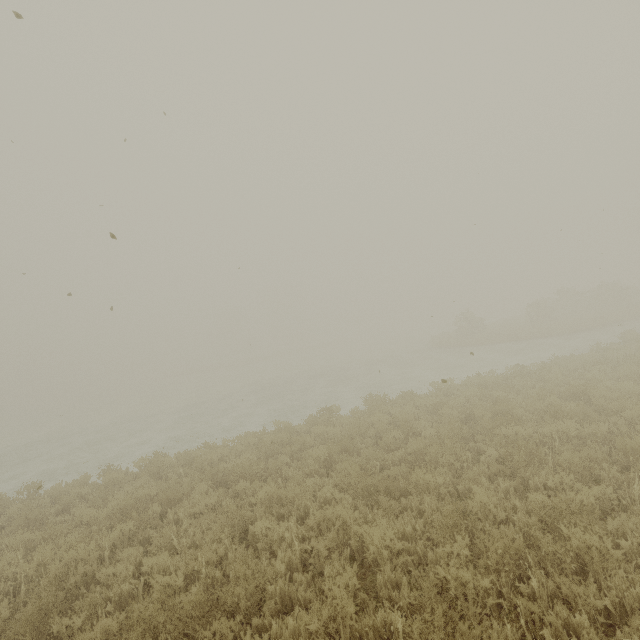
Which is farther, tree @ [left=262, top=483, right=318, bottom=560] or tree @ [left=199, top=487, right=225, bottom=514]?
tree @ [left=199, top=487, right=225, bottom=514]

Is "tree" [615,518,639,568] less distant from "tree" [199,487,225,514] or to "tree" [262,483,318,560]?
"tree" [262,483,318,560]

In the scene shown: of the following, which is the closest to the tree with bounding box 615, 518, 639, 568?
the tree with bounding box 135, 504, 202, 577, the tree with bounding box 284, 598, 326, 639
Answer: the tree with bounding box 284, 598, 326, 639

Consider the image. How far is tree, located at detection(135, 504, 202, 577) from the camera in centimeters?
536cm

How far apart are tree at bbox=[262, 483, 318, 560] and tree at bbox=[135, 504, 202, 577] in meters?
1.6 m

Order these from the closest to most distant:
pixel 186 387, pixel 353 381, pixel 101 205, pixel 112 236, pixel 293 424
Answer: pixel 112 236
pixel 101 205
pixel 293 424
pixel 353 381
pixel 186 387

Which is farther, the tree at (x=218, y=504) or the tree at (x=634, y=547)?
the tree at (x=218, y=504)

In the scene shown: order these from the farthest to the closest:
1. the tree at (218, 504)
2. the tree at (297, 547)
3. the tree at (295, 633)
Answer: the tree at (218, 504) < the tree at (297, 547) < the tree at (295, 633)
